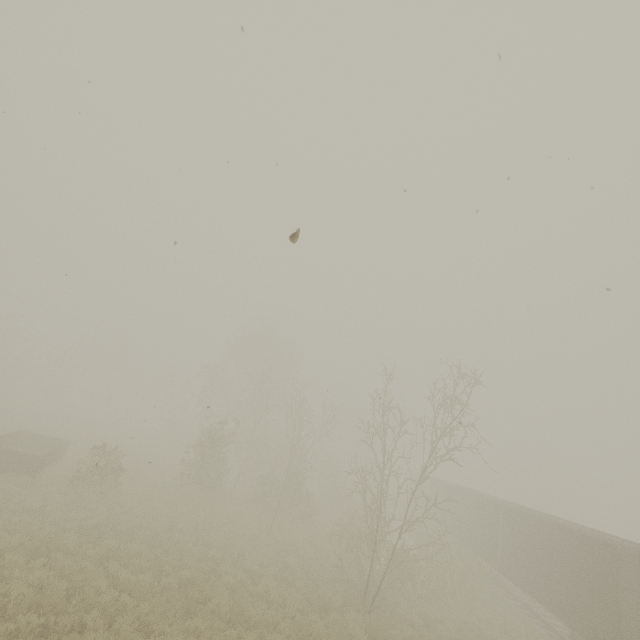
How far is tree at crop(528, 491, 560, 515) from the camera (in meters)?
56.88

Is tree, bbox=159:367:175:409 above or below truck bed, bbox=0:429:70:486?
above

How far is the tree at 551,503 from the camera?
56.9 meters

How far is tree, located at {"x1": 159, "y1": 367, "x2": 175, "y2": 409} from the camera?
40.2 meters

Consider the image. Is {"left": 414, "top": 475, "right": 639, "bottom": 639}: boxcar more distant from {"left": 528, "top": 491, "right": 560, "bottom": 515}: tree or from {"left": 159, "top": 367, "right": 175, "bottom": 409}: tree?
{"left": 159, "top": 367, "right": 175, "bottom": 409}: tree

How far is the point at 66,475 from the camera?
17.80m

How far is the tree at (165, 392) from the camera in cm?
4025

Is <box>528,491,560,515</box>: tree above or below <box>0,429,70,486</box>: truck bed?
above
